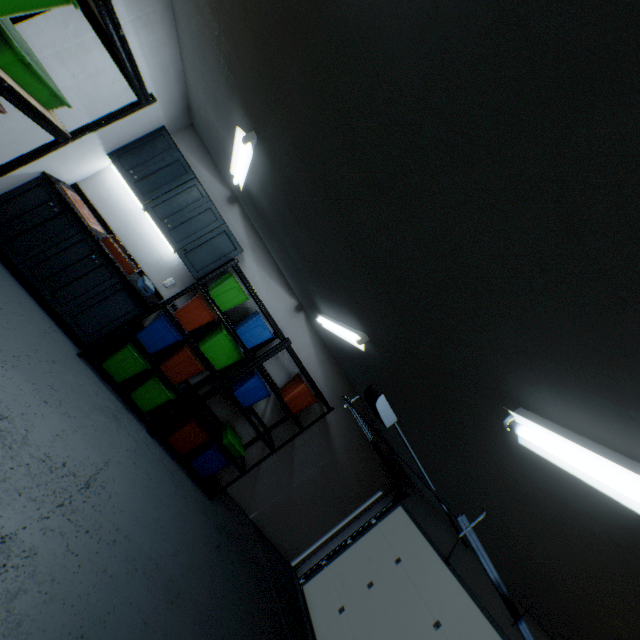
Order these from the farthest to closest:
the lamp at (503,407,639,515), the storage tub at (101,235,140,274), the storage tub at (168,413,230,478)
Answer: the storage tub at (168,413,230,478) < the storage tub at (101,235,140,274) < the lamp at (503,407,639,515)

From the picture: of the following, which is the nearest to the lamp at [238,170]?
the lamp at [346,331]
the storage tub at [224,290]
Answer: the storage tub at [224,290]

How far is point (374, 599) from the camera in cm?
446

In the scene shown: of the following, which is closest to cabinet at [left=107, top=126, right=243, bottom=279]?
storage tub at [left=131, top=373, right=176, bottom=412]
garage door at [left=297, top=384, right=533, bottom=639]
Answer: storage tub at [left=131, top=373, right=176, bottom=412]

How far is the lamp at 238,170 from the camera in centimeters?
218cm

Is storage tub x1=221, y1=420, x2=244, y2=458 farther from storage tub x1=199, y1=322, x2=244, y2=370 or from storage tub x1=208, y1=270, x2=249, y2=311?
storage tub x1=208, y1=270, x2=249, y2=311

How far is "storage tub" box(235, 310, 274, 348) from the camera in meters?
4.0

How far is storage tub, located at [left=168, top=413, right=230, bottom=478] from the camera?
3.9 meters
